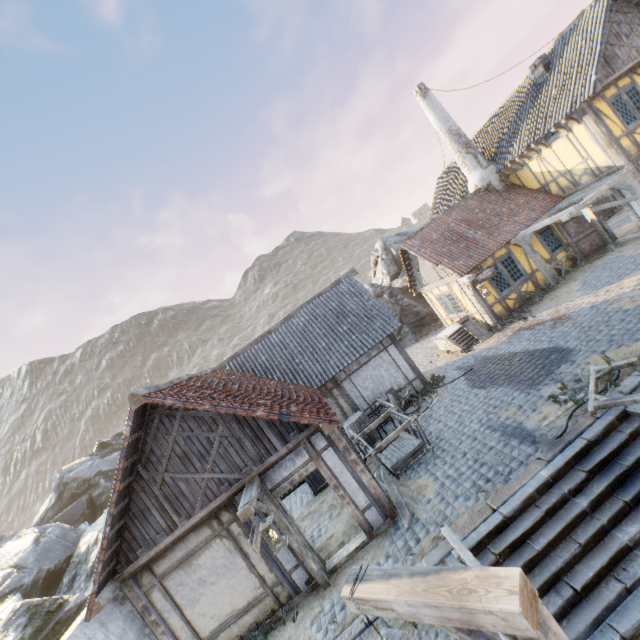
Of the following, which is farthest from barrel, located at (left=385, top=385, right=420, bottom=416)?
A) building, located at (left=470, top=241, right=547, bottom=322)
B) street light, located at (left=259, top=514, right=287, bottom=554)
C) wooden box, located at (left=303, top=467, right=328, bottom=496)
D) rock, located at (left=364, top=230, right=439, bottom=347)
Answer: rock, located at (left=364, top=230, right=439, bottom=347)

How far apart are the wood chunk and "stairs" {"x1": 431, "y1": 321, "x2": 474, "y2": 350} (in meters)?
7.24

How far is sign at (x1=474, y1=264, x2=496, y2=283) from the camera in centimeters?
1403cm

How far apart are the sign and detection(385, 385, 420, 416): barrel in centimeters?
569cm

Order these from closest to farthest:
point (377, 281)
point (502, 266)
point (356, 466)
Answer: point (356, 466), point (502, 266), point (377, 281)

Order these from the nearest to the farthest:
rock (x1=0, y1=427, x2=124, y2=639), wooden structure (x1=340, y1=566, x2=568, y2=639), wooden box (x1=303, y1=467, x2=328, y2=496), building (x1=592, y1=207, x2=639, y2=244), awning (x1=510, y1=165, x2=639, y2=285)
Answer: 1. wooden structure (x1=340, y1=566, x2=568, y2=639)
2. rock (x1=0, y1=427, x2=124, y2=639)
3. wooden box (x1=303, y1=467, x2=328, y2=496)
4. awning (x1=510, y1=165, x2=639, y2=285)
5. building (x1=592, y1=207, x2=639, y2=244)

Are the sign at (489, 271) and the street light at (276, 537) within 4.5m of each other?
no

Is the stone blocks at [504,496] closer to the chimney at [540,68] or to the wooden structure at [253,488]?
the wooden structure at [253,488]
